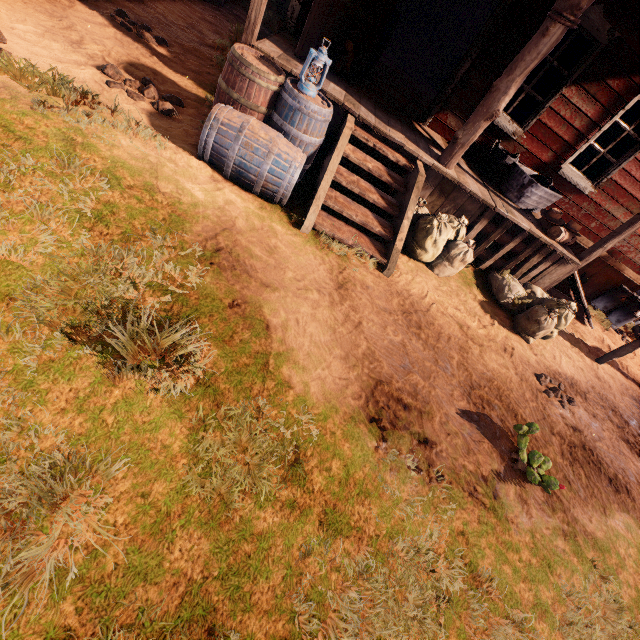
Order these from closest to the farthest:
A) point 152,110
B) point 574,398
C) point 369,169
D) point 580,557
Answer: point 580,557 → point 152,110 → point 369,169 → point 574,398

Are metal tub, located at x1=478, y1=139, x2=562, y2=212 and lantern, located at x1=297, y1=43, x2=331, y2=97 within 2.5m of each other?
no

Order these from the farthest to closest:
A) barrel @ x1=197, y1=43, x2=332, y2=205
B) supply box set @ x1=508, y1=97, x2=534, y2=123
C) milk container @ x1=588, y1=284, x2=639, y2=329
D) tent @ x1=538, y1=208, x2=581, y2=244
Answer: supply box set @ x1=508, y1=97, x2=534, y2=123 → milk container @ x1=588, y1=284, x2=639, y2=329 → tent @ x1=538, y1=208, x2=581, y2=244 → barrel @ x1=197, y1=43, x2=332, y2=205

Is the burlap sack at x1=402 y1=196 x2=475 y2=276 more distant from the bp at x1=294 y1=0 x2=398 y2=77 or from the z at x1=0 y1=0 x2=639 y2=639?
the bp at x1=294 y1=0 x2=398 y2=77

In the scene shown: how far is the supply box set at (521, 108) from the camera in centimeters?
1017cm

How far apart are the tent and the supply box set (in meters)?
7.02

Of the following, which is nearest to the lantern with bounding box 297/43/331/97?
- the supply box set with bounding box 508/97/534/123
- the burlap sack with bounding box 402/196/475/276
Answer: the burlap sack with bounding box 402/196/475/276

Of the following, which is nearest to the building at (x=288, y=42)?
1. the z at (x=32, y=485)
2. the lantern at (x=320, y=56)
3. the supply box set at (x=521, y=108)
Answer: the z at (x=32, y=485)
